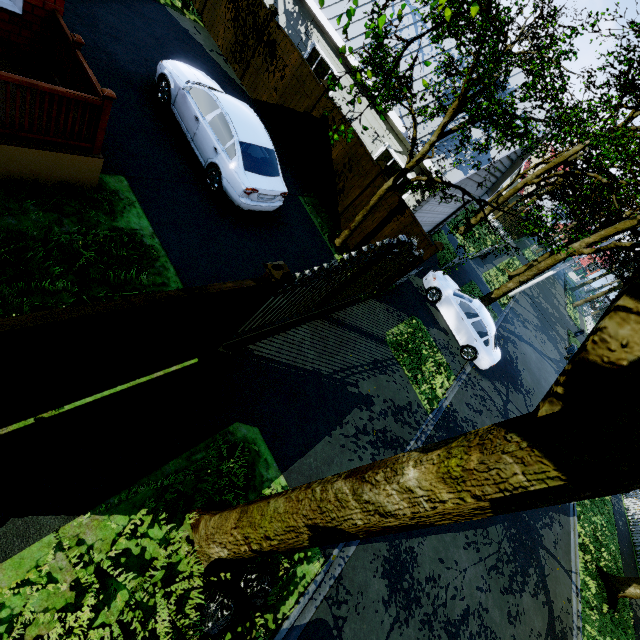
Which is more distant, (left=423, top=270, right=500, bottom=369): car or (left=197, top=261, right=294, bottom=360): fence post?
(left=423, top=270, right=500, bottom=369): car

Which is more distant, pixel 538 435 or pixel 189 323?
pixel 189 323

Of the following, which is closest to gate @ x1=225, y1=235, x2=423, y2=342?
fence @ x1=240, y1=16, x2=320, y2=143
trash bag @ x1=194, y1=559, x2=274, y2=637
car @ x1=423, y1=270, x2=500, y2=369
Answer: trash bag @ x1=194, y1=559, x2=274, y2=637

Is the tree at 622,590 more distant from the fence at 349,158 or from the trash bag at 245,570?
the fence at 349,158

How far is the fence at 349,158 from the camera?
10.13m

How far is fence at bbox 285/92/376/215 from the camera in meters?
10.1

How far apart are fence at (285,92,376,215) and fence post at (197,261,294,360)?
7.2 meters

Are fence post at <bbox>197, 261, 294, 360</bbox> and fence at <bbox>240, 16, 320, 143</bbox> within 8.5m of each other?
A: no
